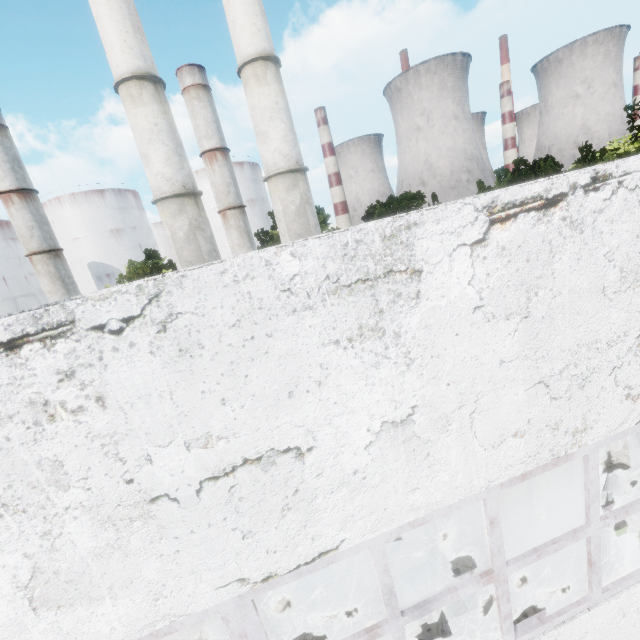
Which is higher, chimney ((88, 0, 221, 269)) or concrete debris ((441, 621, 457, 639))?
chimney ((88, 0, 221, 269))

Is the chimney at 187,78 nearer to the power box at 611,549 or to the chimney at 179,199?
the chimney at 179,199

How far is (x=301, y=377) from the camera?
2.6m

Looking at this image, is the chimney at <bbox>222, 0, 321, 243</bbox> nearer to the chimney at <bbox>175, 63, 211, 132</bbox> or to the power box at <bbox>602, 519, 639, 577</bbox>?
the power box at <bbox>602, 519, 639, 577</bbox>

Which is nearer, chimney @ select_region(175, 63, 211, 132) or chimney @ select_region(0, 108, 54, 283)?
chimney @ select_region(0, 108, 54, 283)

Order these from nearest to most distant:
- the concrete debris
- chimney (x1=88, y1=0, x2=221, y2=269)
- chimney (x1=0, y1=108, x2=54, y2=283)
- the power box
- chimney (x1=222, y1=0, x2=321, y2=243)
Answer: the power box, the concrete debris, chimney (x1=88, y1=0, x2=221, y2=269), chimney (x1=222, y1=0, x2=321, y2=243), chimney (x1=0, y1=108, x2=54, y2=283)

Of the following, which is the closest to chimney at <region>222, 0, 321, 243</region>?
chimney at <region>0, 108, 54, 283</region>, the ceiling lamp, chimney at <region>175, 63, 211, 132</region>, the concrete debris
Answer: the ceiling lamp

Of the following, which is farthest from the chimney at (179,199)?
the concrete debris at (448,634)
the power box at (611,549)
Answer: the power box at (611,549)
